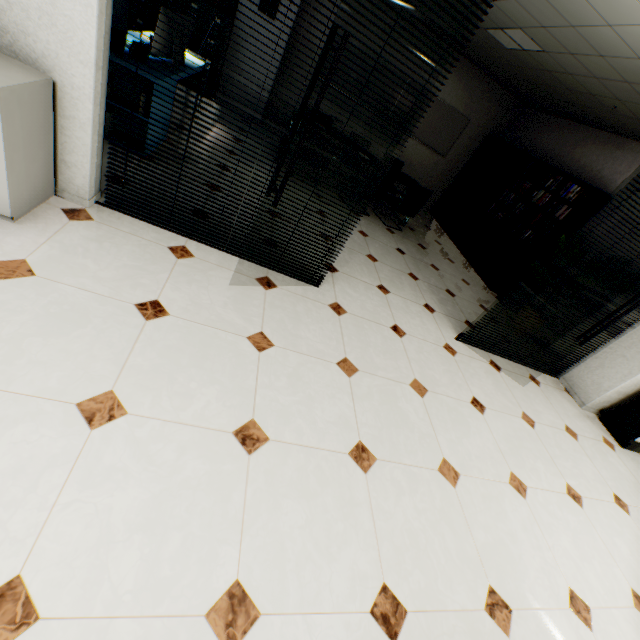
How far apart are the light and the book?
2.2 meters

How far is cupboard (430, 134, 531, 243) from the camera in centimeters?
683cm

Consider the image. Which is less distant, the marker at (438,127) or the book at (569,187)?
the book at (569,187)

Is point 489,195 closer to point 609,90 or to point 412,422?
point 609,90

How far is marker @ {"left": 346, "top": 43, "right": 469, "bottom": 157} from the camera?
7.0 meters

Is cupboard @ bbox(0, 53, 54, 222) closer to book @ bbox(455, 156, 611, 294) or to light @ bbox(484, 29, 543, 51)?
light @ bbox(484, 29, 543, 51)

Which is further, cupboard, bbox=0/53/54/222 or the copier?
the copier

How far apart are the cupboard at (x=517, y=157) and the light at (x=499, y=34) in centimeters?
227cm
